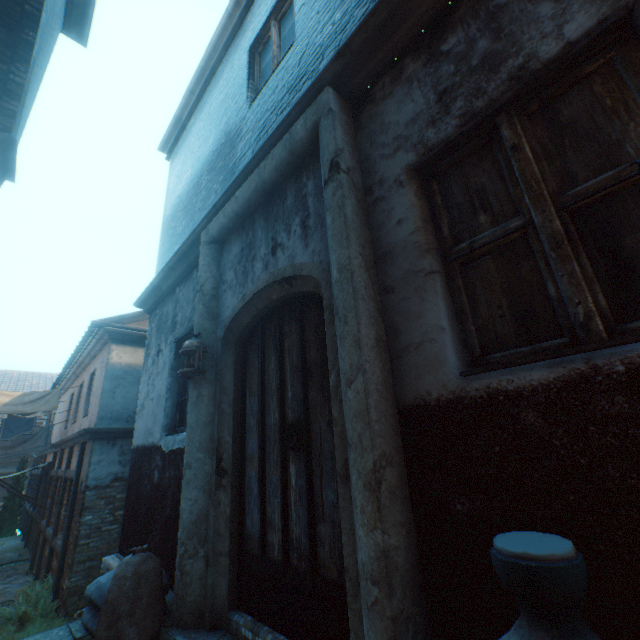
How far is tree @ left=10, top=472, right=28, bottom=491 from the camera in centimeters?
1838cm

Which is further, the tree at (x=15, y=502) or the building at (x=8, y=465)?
the building at (x=8, y=465)

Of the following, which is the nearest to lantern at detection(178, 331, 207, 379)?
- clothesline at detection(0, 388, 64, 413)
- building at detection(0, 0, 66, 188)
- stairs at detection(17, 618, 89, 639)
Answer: building at detection(0, 0, 66, 188)

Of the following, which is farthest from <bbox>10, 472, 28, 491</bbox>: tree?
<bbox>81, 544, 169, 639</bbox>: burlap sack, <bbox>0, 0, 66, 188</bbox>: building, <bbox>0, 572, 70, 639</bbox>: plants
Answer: <bbox>81, 544, 169, 639</bbox>: burlap sack

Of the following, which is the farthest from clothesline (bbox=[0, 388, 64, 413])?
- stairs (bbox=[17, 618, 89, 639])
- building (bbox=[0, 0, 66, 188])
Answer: stairs (bbox=[17, 618, 89, 639])

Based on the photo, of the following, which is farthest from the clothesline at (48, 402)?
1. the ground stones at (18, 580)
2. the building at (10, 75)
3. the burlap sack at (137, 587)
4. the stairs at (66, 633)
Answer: the burlap sack at (137, 587)

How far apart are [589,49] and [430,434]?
1.9 meters

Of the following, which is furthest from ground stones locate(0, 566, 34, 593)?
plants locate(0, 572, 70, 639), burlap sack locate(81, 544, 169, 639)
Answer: burlap sack locate(81, 544, 169, 639)
